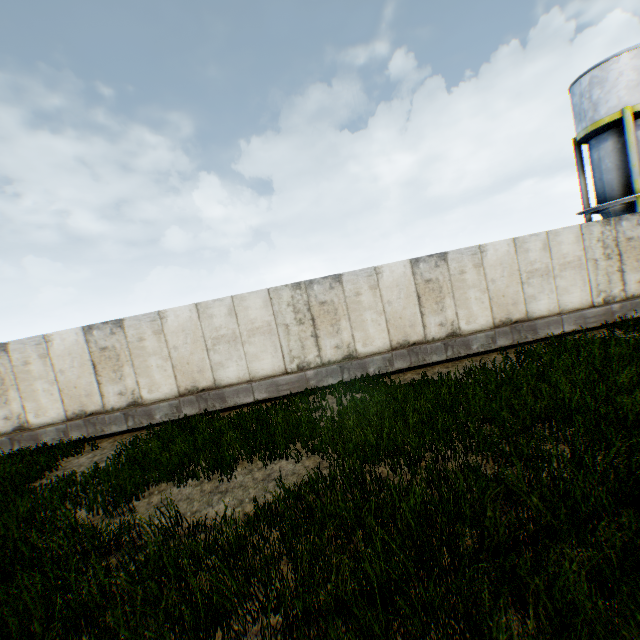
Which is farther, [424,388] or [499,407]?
[424,388]
